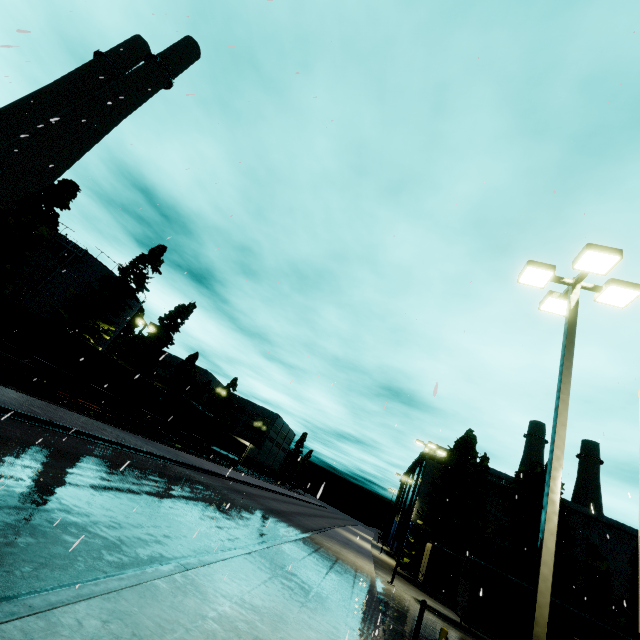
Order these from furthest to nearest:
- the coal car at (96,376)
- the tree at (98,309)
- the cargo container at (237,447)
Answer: the cargo container at (237,447) → the tree at (98,309) → the coal car at (96,376)

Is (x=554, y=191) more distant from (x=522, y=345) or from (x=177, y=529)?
(x=177, y=529)

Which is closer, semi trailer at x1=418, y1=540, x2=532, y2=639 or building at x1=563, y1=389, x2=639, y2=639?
semi trailer at x1=418, y1=540, x2=532, y2=639

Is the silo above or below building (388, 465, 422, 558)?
above

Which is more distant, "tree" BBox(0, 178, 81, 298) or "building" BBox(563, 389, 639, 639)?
"building" BBox(563, 389, 639, 639)

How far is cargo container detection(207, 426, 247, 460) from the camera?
44.50m

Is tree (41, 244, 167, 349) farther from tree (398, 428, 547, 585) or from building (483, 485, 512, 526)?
building (483, 485, 512, 526)

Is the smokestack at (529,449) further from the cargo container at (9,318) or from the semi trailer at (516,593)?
the cargo container at (9,318)
